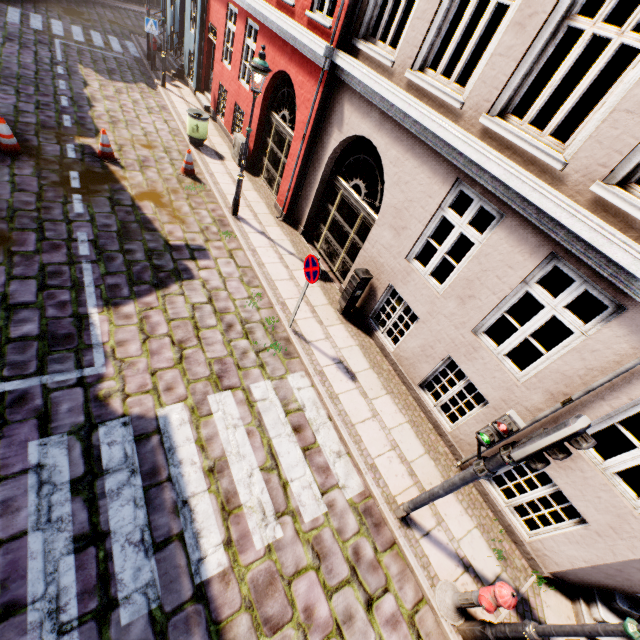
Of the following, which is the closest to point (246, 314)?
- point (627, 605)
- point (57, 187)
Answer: point (57, 187)

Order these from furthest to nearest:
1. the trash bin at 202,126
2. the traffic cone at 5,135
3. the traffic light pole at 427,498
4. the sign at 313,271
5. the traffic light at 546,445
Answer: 1. the trash bin at 202,126
2. the traffic cone at 5,135
3. the sign at 313,271
4. the traffic light pole at 427,498
5. the traffic light at 546,445

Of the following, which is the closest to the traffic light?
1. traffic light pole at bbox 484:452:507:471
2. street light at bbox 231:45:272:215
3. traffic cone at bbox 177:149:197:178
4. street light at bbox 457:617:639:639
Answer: traffic light pole at bbox 484:452:507:471

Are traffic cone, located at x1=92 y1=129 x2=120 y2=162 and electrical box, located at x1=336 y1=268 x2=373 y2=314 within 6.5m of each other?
no

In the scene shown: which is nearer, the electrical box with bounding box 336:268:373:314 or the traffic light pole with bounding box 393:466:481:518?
the traffic light pole with bounding box 393:466:481:518

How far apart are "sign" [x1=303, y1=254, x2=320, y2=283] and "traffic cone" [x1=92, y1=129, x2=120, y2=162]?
7.3 meters

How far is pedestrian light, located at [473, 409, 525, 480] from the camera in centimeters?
341cm

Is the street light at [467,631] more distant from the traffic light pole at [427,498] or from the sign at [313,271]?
the sign at [313,271]
